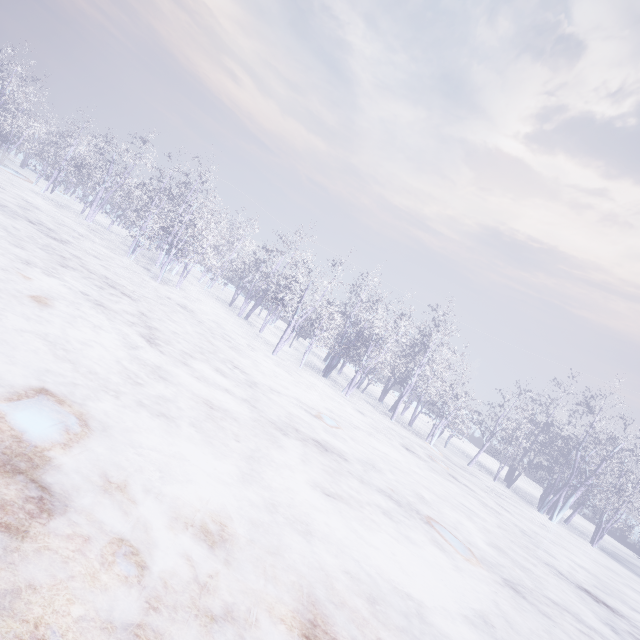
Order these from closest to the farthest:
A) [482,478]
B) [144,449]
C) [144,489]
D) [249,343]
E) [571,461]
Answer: [144,489]
[144,449]
[249,343]
[482,478]
[571,461]
